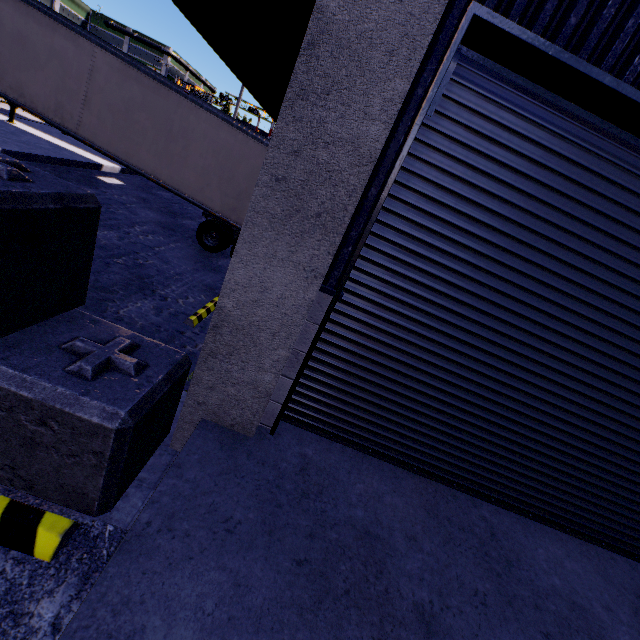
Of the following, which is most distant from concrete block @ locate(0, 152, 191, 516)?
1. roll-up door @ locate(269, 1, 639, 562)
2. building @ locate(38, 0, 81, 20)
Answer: roll-up door @ locate(269, 1, 639, 562)

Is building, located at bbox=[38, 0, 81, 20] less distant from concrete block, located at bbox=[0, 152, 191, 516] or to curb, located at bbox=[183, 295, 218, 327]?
concrete block, located at bbox=[0, 152, 191, 516]

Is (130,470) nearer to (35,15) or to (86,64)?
(86,64)

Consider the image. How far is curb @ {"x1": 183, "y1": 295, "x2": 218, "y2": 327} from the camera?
6.53m

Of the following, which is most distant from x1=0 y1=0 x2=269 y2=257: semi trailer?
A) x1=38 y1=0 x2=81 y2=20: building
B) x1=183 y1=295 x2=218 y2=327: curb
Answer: x1=183 y1=295 x2=218 y2=327: curb

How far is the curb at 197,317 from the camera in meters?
6.5 m

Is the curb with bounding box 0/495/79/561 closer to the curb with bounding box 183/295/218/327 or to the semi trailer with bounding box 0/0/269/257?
the semi trailer with bounding box 0/0/269/257

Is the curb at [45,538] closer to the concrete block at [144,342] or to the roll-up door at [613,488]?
the concrete block at [144,342]
